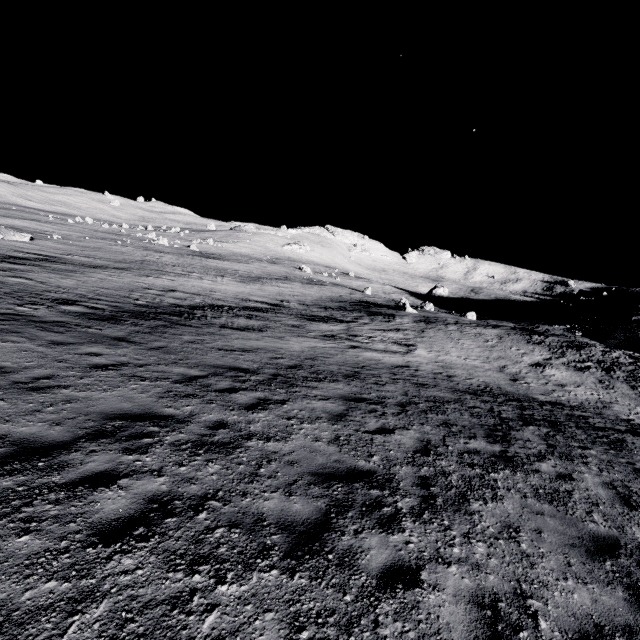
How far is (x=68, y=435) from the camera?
5.18m

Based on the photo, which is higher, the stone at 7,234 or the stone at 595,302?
the stone at 595,302

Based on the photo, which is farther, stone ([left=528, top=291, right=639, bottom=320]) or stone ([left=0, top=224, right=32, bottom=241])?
stone ([left=528, top=291, right=639, bottom=320])

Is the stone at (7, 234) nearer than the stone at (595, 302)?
Yes

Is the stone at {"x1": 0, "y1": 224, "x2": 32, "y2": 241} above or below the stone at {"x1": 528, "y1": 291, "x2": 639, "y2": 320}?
below
